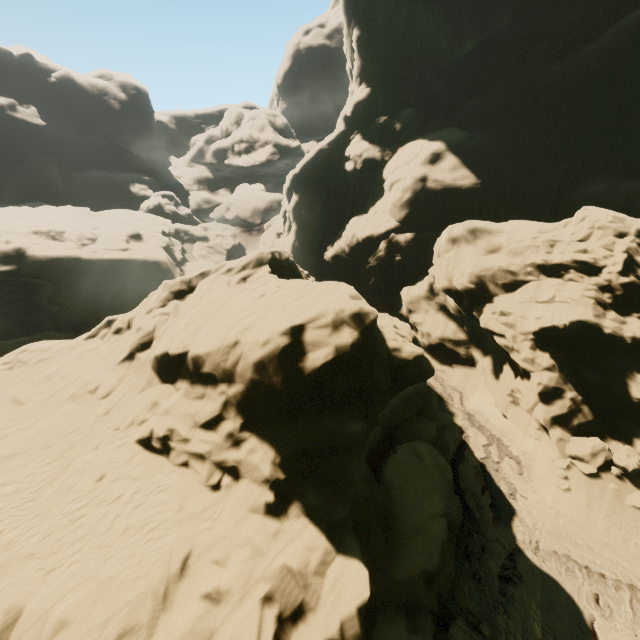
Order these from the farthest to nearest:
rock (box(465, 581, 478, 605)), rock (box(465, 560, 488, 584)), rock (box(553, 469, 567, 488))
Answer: rock (box(553, 469, 567, 488)) → rock (box(465, 560, 488, 584)) → rock (box(465, 581, 478, 605))

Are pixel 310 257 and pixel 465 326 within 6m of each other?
no

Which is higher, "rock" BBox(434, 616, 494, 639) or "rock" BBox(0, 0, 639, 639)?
"rock" BBox(0, 0, 639, 639)

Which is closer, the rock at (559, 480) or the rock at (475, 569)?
the rock at (475, 569)

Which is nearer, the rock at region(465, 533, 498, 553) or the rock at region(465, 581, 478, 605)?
the rock at region(465, 581, 478, 605)
